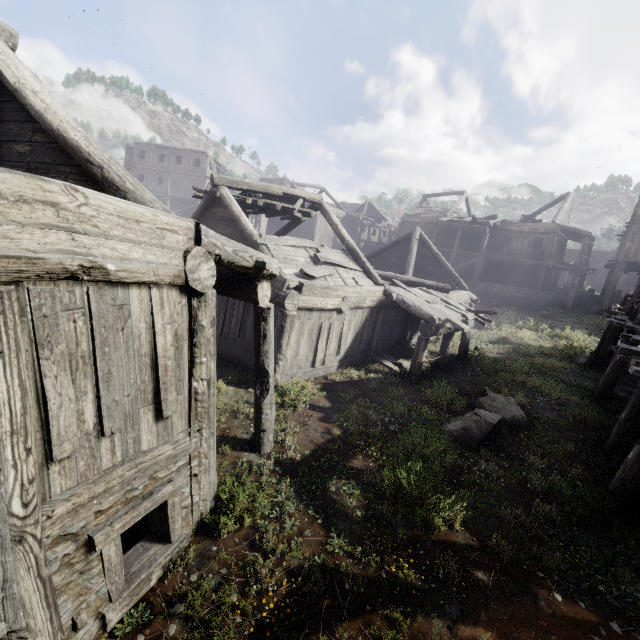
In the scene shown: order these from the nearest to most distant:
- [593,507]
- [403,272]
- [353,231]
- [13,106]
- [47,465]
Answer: [47,465], [13,106], [593,507], [403,272], [353,231]

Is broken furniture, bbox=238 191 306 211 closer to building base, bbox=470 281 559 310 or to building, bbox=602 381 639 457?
building, bbox=602 381 639 457

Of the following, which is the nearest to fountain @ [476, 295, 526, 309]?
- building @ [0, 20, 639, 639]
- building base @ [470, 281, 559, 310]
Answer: building base @ [470, 281, 559, 310]

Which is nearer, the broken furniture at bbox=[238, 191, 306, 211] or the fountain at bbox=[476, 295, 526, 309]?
the broken furniture at bbox=[238, 191, 306, 211]

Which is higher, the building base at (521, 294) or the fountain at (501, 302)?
the building base at (521, 294)

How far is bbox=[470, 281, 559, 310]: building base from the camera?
24.9 meters

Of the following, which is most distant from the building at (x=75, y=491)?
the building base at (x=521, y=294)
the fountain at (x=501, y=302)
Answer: the fountain at (x=501, y=302)

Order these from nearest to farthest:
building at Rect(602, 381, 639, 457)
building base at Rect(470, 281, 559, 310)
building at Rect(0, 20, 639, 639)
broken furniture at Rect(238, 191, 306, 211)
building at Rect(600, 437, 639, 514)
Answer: building at Rect(0, 20, 639, 639) → building at Rect(600, 437, 639, 514) → building at Rect(602, 381, 639, 457) → broken furniture at Rect(238, 191, 306, 211) → building base at Rect(470, 281, 559, 310)
